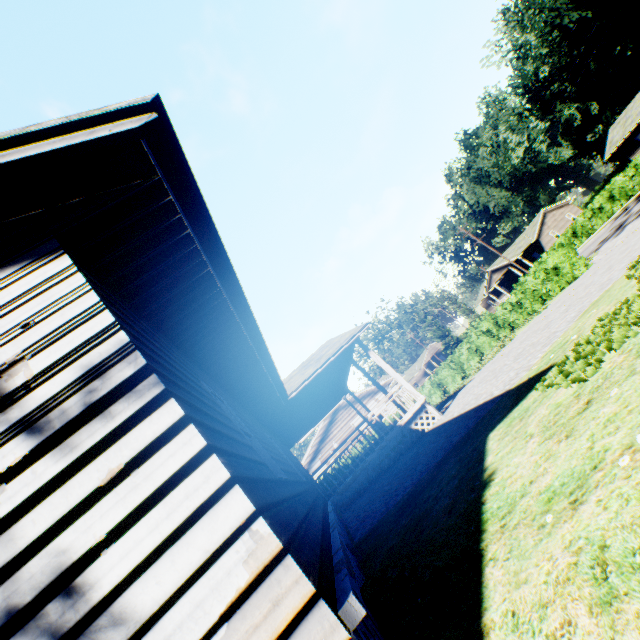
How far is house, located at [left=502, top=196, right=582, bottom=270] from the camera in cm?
4775

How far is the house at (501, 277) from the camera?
49.5 meters

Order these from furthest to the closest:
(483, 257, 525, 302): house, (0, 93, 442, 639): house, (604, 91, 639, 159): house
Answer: (483, 257, 525, 302): house, (604, 91, 639, 159): house, (0, 93, 442, 639): house

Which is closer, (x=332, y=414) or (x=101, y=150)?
(x=101, y=150)

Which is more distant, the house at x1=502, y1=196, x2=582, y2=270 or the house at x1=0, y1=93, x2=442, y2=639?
the house at x1=502, y1=196, x2=582, y2=270

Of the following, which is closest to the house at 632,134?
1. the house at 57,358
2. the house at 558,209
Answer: the house at 558,209

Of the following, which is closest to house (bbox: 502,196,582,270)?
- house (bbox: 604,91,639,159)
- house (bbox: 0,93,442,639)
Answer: house (bbox: 604,91,639,159)
